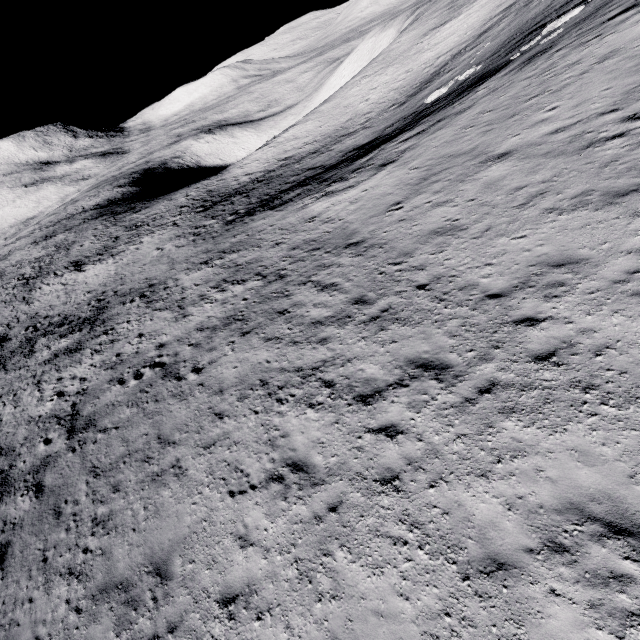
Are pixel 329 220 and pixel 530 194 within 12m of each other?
yes
